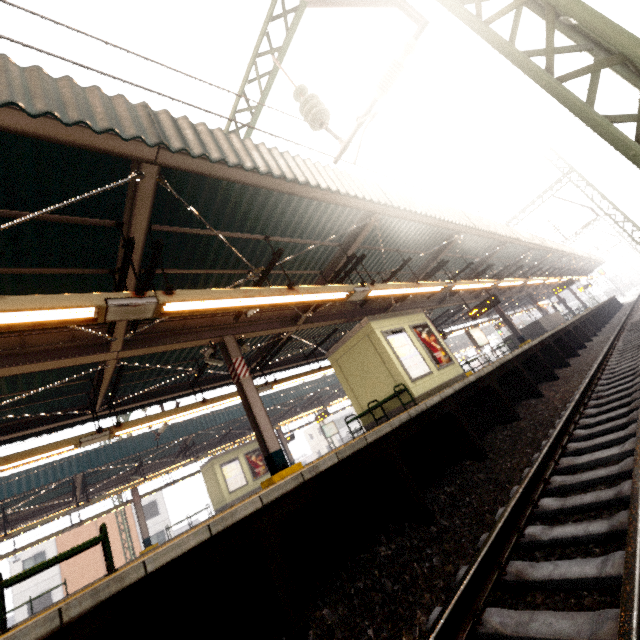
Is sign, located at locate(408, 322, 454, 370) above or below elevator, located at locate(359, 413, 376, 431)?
above

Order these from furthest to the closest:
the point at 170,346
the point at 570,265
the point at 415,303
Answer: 1. the point at 570,265
2. the point at 415,303
3. the point at 170,346

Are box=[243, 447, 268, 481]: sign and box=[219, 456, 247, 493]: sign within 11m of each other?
yes

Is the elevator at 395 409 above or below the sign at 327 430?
below

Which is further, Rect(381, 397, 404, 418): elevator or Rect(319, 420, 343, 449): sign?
Rect(319, 420, 343, 449): sign

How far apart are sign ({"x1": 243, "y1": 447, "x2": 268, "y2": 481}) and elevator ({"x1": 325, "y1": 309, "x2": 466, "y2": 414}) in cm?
1257

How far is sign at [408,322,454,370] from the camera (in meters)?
10.82

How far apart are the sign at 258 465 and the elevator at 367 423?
12.6 meters
